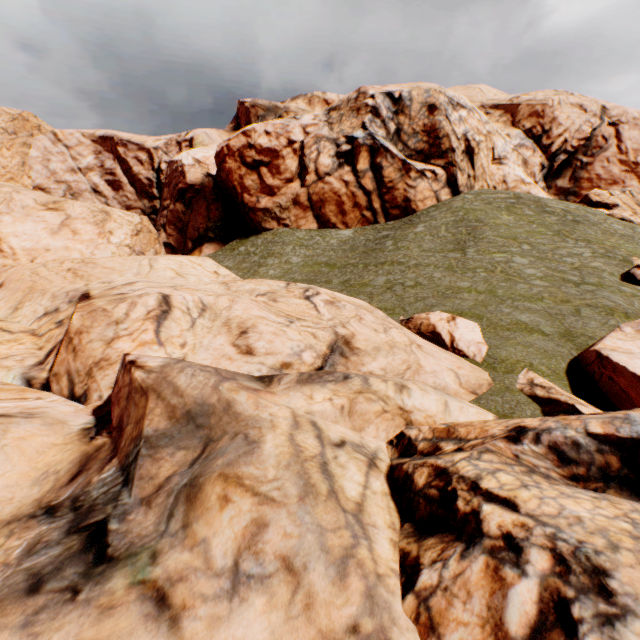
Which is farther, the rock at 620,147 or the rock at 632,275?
the rock at 632,275

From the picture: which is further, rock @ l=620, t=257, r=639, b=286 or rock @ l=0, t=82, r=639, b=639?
rock @ l=620, t=257, r=639, b=286

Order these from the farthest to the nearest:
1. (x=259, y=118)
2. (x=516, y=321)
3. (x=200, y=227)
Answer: (x=259, y=118) < (x=200, y=227) < (x=516, y=321)
